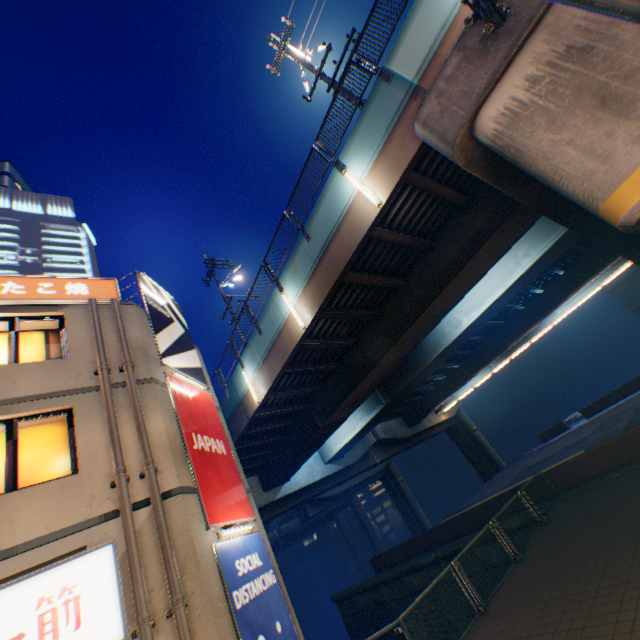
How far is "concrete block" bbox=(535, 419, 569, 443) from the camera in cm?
3122

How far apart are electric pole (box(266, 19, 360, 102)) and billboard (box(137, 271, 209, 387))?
9.5 meters

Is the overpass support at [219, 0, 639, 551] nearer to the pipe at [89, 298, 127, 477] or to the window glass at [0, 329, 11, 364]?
the pipe at [89, 298, 127, 477]

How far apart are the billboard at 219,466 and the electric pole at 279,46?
11.3m

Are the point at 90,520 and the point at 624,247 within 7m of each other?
no

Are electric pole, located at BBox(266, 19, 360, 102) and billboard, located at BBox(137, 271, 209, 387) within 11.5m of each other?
yes

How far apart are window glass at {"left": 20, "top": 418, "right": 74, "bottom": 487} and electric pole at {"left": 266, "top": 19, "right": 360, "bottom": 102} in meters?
13.1

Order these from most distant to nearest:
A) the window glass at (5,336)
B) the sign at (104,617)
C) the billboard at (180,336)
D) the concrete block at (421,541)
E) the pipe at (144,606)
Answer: the concrete block at (421,541), the billboard at (180,336), the window glass at (5,336), the pipe at (144,606), the sign at (104,617)
